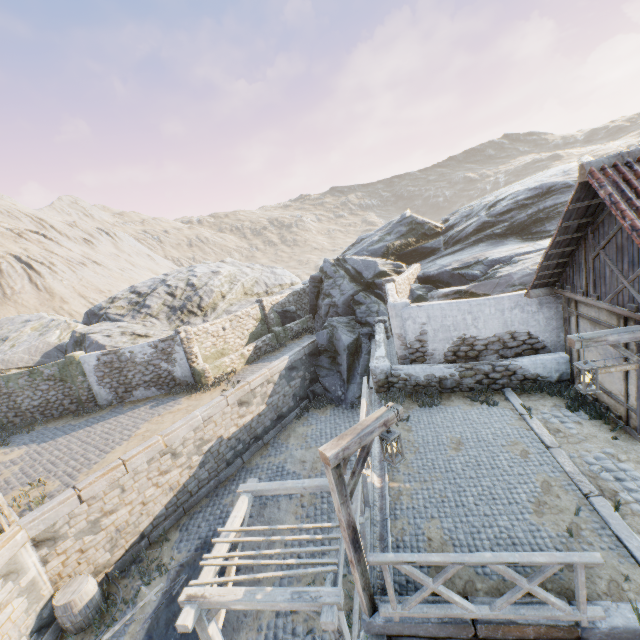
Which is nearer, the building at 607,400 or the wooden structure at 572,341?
the wooden structure at 572,341

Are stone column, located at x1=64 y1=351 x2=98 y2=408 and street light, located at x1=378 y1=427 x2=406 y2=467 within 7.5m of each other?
no

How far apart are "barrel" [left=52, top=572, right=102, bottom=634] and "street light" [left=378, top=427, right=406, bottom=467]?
10.3 meters

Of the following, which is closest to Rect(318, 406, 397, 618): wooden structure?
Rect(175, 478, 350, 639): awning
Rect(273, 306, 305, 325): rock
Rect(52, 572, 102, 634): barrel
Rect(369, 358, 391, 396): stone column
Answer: Rect(175, 478, 350, 639): awning

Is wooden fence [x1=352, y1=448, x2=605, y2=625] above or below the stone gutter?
above

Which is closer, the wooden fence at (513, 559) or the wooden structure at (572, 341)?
the wooden fence at (513, 559)

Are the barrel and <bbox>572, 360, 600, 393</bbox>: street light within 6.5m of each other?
no

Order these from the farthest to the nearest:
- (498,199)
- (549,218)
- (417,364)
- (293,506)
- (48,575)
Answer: (498,199), (549,218), (293,506), (417,364), (48,575)
